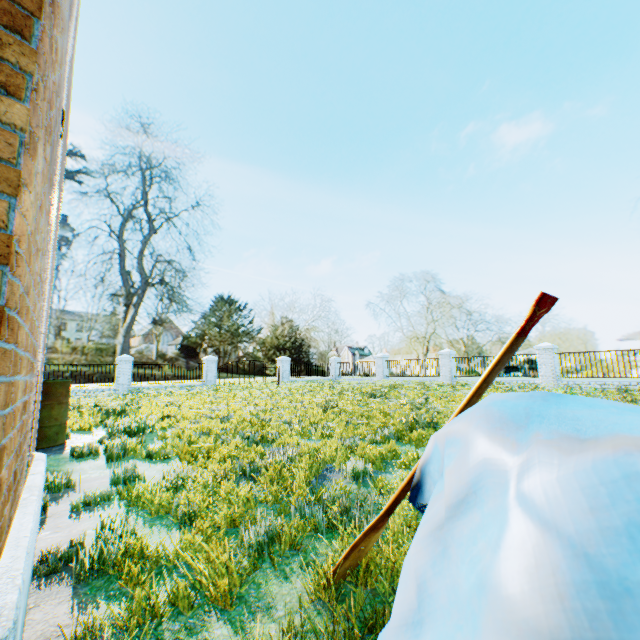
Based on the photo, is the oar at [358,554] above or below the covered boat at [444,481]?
below

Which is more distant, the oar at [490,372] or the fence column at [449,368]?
the fence column at [449,368]

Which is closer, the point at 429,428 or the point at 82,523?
the point at 82,523

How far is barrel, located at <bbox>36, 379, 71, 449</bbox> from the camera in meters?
6.2

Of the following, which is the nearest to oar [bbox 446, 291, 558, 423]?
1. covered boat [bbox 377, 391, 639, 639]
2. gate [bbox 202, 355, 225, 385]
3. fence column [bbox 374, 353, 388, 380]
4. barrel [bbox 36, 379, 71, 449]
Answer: covered boat [bbox 377, 391, 639, 639]

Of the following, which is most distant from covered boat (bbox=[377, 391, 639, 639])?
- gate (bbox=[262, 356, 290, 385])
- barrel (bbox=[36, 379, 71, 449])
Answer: gate (bbox=[262, 356, 290, 385])

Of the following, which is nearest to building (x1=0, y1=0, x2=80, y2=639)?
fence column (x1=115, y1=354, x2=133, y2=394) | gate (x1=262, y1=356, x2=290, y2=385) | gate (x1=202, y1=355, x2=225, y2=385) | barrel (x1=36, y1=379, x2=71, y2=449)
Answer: barrel (x1=36, y1=379, x2=71, y2=449)

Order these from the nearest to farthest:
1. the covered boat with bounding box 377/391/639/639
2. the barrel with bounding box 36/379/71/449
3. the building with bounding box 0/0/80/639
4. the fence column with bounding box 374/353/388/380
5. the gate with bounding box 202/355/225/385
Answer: the covered boat with bounding box 377/391/639/639 < the building with bounding box 0/0/80/639 < the barrel with bounding box 36/379/71/449 < the gate with bounding box 202/355/225/385 < the fence column with bounding box 374/353/388/380
